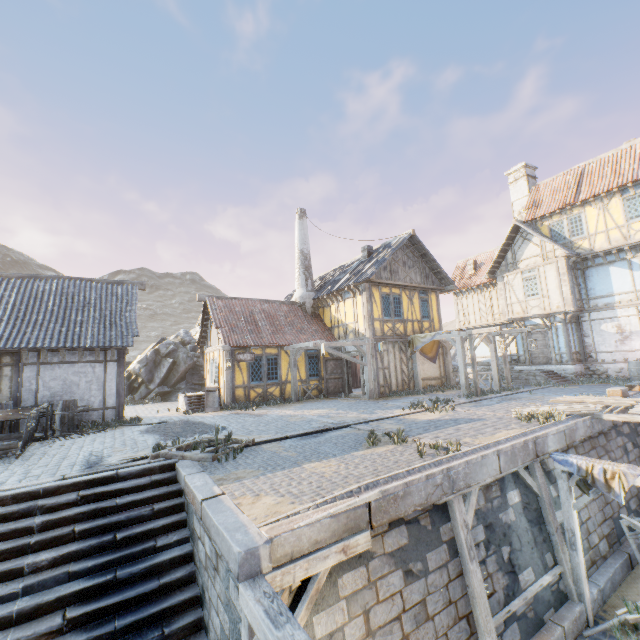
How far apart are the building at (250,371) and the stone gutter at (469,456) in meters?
11.3 m

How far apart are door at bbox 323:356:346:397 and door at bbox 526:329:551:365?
11.65m

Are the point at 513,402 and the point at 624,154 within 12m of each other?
no

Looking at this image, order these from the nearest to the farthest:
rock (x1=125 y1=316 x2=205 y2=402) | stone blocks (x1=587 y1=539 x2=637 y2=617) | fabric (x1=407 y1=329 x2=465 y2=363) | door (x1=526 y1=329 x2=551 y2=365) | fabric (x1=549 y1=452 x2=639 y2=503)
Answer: fabric (x1=549 y1=452 x2=639 y2=503), stone blocks (x1=587 y1=539 x2=637 y2=617), fabric (x1=407 y1=329 x2=465 y2=363), door (x1=526 y1=329 x2=551 y2=365), rock (x1=125 y1=316 x2=205 y2=402)

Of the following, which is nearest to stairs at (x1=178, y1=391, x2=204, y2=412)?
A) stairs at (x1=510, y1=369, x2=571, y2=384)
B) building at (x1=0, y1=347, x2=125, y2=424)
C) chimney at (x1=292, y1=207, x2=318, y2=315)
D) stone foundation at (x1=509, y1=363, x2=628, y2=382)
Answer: building at (x1=0, y1=347, x2=125, y2=424)

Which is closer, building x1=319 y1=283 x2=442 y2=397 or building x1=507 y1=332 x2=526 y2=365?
building x1=319 y1=283 x2=442 y2=397

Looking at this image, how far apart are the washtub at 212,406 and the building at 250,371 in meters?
0.0 m

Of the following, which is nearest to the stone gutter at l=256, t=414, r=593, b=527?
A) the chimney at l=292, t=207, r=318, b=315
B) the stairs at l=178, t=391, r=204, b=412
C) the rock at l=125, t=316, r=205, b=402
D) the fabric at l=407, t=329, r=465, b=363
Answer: the fabric at l=407, t=329, r=465, b=363
